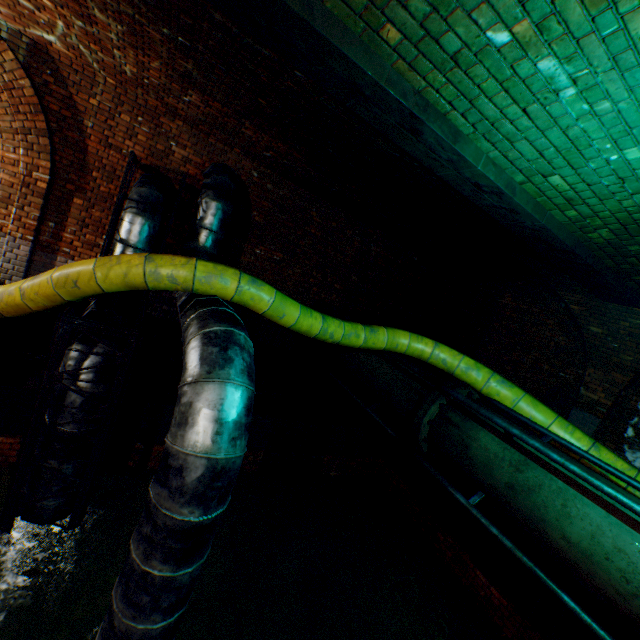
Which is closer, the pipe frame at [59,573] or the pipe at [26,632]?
the pipe frame at [59,573]

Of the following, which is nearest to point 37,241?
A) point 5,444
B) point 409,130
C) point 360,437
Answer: point 5,444

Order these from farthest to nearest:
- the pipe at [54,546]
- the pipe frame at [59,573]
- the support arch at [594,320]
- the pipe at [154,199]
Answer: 1. the support arch at [594,320]
2. the pipe at [154,199]
3. the pipe at [54,546]
4. the pipe frame at [59,573]

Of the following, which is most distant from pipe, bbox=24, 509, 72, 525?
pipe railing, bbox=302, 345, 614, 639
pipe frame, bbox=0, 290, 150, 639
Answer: pipe railing, bbox=302, 345, 614, 639

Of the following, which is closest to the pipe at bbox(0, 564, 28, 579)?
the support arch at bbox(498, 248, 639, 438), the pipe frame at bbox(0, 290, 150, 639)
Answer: the pipe frame at bbox(0, 290, 150, 639)

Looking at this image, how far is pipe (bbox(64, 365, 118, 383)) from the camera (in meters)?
3.68

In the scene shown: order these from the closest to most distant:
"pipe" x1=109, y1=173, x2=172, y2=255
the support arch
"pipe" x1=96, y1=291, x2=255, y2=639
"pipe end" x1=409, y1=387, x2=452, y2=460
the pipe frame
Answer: "pipe" x1=96, y1=291, x2=255, y2=639 → the pipe frame → "pipe end" x1=409, y1=387, x2=452, y2=460 → "pipe" x1=109, y1=173, x2=172, y2=255 → the support arch
